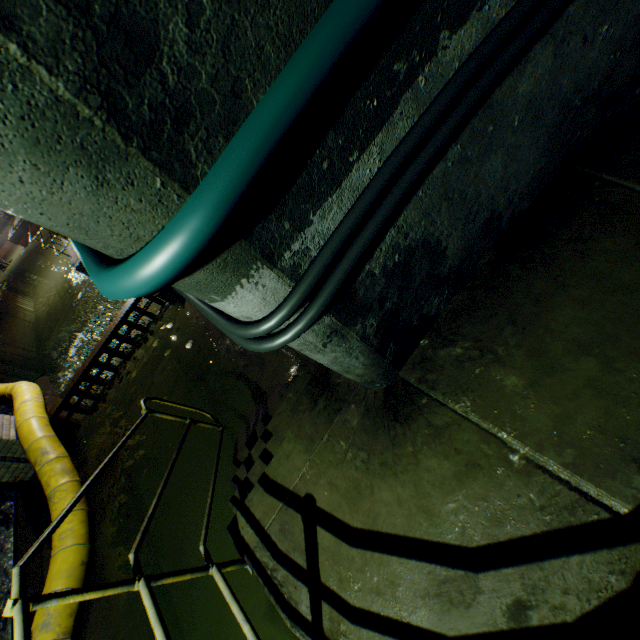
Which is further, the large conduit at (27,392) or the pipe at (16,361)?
the pipe at (16,361)

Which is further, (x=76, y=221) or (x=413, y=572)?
(x=413, y=572)

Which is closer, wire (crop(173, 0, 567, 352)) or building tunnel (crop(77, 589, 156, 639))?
wire (crop(173, 0, 567, 352))

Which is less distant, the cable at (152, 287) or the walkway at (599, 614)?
the cable at (152, 287)

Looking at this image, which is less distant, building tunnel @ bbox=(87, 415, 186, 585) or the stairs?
the stairs

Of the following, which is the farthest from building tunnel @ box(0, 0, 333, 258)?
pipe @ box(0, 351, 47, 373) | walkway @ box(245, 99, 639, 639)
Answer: pipe @ box(0, 351, 47, 373)

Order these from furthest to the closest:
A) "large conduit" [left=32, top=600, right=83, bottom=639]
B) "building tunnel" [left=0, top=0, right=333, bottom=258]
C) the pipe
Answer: the pipe < "large conduit" [left=32, top=600, right=83, bottom=639] < "building tunnel" [left=0, top=0, right=333, bottom=258]
